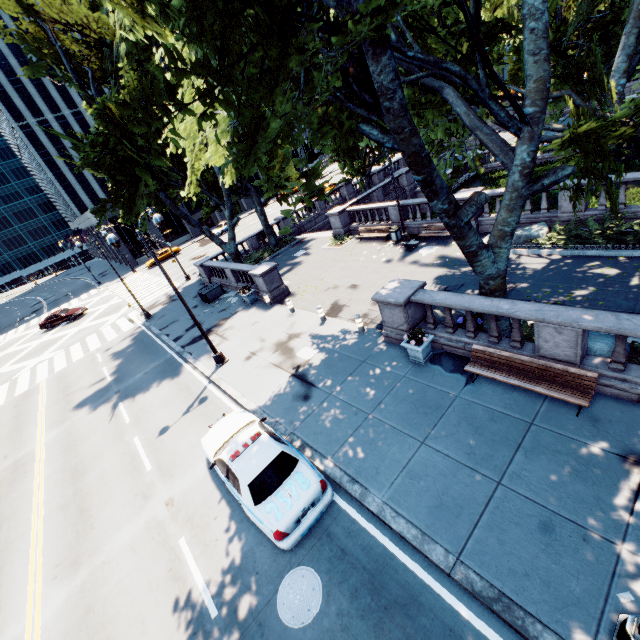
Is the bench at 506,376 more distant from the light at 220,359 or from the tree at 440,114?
the light at 220,359

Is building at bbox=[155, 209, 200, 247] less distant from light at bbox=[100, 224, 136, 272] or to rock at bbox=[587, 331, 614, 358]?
light at bbox=[100, 224, 136, 272]

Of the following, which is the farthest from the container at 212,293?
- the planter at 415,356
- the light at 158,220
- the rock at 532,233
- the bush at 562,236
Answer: the bush at 562,236

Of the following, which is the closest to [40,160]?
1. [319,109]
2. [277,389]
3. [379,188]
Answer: [379,188]

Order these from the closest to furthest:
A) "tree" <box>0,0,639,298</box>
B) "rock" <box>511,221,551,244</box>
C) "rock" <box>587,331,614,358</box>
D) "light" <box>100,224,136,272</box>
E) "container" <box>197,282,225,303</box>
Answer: "tree" <box>0,0,639,298</box> → "rock" <box>587,331,614,358</box> → "light" <box>100,224,136,272</box> → "rock" <box>511,221,551,244</box> → "container" <box>197,282,225,303</box>

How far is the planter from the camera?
10.65m

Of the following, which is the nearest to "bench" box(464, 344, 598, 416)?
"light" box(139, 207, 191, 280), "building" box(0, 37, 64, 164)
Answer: "light" box(139, 207, 191, 280)

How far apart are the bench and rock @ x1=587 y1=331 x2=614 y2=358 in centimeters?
117cm
